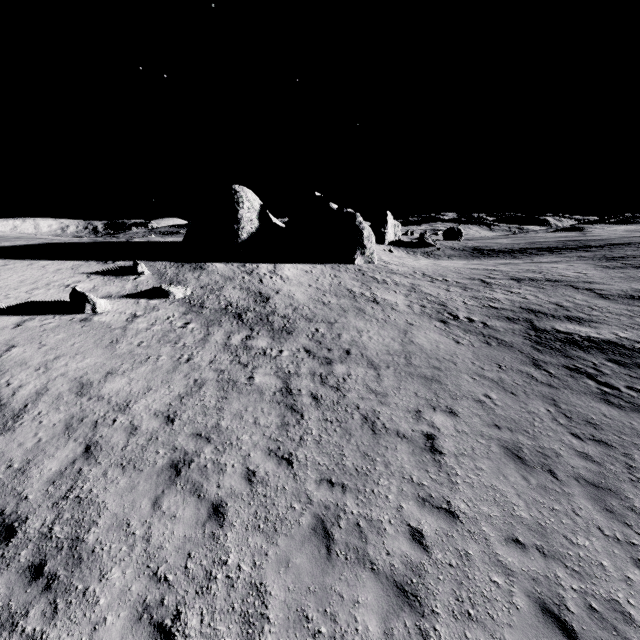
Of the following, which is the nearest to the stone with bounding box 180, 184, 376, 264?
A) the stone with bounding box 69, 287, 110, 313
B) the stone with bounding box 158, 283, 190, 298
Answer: the stone with bounding box 158, 283, 190, 298

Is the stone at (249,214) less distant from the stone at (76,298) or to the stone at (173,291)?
the stone at (173,291)

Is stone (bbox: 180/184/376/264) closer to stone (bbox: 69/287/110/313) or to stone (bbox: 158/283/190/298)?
stone (bbox: 158/283/190/298)

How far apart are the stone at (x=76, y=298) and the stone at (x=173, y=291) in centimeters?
286cm

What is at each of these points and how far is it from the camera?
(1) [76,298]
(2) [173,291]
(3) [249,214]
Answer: (1) stone, 16.7 meters
(2) stone, 20.5 meters
(3) stone, 30.1 meters

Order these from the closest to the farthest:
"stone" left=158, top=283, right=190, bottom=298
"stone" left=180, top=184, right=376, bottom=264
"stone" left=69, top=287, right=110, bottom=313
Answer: "stone" left=69, top=287, right=110, bottom=313 < "stone" left=158, top=283, right=190, bottom=298 < "stone" left=180, top=184, right=376, bottom=264
